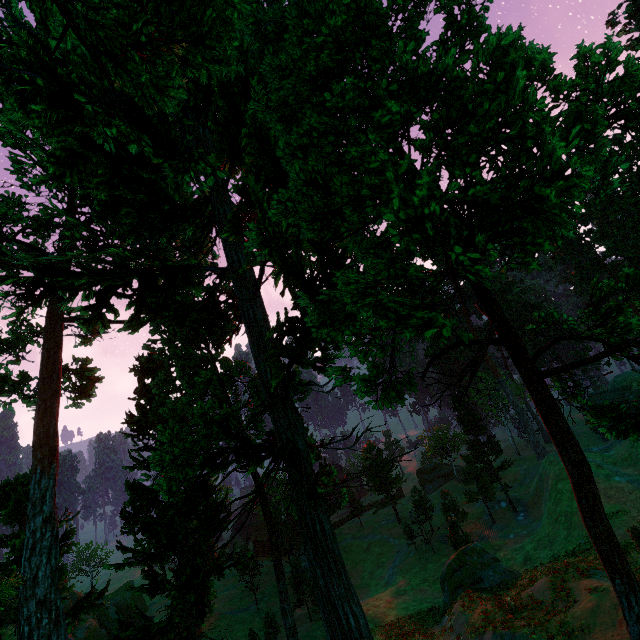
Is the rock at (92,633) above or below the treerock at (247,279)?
below

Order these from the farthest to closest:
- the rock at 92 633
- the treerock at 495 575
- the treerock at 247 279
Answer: the rock at 92 633, the treerock at 495 575, the treerock at 247 279

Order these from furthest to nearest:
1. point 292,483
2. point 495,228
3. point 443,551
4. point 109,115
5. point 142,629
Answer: point 443,551, point 142,629, point 109,115, point 292,483, point 495,228

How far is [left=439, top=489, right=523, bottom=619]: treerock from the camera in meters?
23.3 m

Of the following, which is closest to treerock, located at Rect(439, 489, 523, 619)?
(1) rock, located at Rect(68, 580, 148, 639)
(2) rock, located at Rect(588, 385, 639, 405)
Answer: (2) rock, located at Rect(588, 385, 639, 405)

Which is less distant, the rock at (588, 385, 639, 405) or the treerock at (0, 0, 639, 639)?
the treerock at (0, 0, 639, 639)

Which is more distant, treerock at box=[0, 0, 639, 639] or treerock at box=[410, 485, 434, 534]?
treerock at box=[410, 485, 434, 534]

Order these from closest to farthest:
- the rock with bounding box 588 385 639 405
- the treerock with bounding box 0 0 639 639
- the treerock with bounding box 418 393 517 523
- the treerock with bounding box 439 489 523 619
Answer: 1. the treerock with bounding box 0 0 639 639
2. the treerock with bounding box 439 489 523 619
3. the rock with bounding box 588 385 639 405
4. the treerock with bounding box 418 393 517 523
